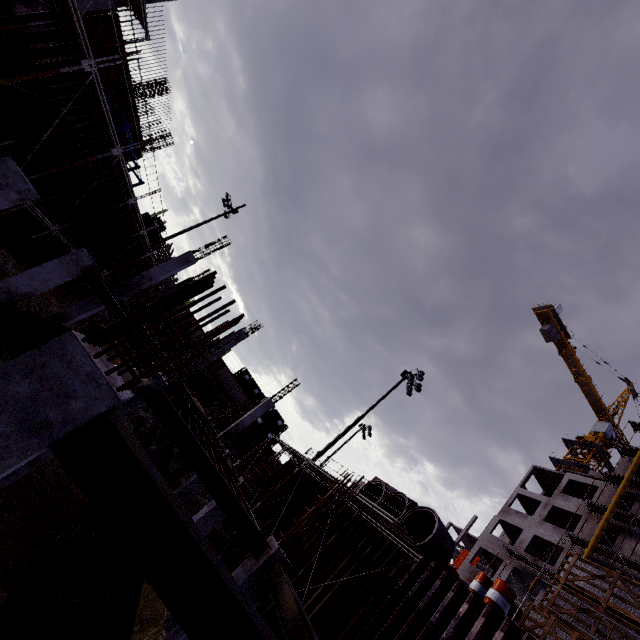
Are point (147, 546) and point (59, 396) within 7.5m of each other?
Result: yes

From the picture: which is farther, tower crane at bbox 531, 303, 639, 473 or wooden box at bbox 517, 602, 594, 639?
tower crane at bbox 531, 303, 639, 473

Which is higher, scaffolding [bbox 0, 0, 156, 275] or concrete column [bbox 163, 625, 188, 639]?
scaffolding [bbox 0, 0, 156, 275]

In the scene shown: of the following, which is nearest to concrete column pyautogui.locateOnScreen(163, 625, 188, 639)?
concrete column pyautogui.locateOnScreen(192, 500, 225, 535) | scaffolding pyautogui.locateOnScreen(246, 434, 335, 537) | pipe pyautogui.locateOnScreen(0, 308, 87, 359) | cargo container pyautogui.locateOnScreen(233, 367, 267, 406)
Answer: scaffolding pyautogui.locateOnScreen(246, 434, 335, 537)

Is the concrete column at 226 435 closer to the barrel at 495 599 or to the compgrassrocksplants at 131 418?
the compgrassrocksplants at 131 418

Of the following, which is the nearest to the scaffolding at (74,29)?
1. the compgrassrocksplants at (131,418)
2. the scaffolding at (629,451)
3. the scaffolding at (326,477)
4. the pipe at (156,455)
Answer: the pipe at (156,455)

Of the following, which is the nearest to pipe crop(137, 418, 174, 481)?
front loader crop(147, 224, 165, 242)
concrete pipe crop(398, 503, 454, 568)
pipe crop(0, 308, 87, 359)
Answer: pipe crop(0, 308, 87, 359)

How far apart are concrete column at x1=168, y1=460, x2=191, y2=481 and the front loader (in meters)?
21.94
